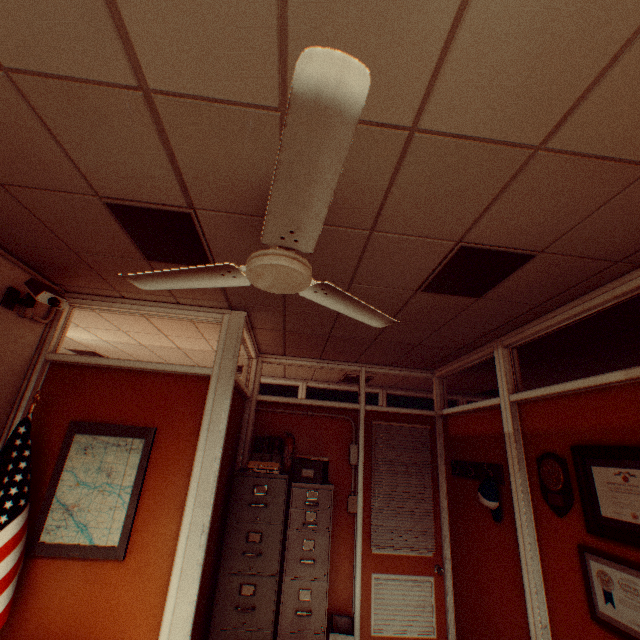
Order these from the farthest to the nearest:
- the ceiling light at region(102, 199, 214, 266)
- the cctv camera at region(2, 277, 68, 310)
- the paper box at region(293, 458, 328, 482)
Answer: the paper box at region(293, 458, 328, 482) < the cctv camera at region(2, 277, 68, 310) < the ceiling light at region(102, 199, 214, 266)

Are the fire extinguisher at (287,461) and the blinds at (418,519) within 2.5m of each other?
yes

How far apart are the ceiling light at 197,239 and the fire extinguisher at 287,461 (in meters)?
2.69

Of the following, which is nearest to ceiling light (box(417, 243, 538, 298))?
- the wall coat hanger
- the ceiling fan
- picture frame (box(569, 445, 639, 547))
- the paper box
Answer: the ceiling fan

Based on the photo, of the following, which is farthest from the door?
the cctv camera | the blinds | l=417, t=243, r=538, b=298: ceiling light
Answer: the cctv camera

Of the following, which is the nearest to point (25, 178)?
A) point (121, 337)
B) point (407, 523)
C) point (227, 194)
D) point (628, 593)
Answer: point (227, 194)

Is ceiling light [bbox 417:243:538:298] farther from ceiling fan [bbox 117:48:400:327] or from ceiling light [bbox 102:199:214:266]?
ceiling light [bbox 102:199:214:266]

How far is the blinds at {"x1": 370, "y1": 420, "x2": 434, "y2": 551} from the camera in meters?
4.2 m
